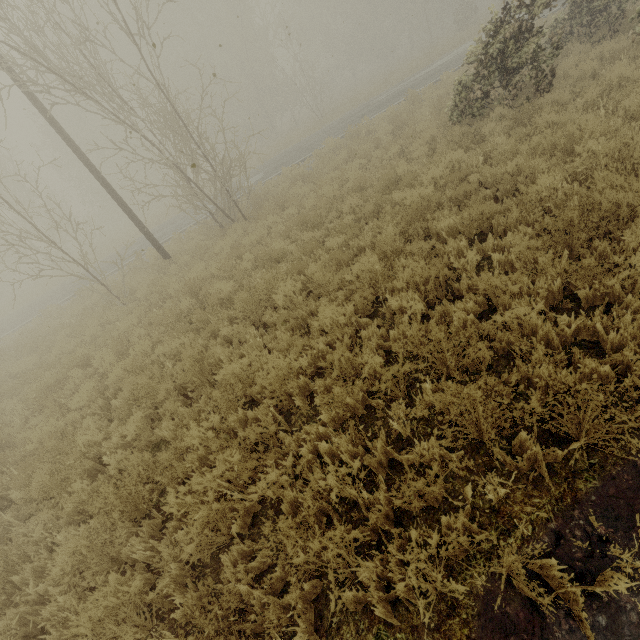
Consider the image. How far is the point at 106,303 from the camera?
13.4m
